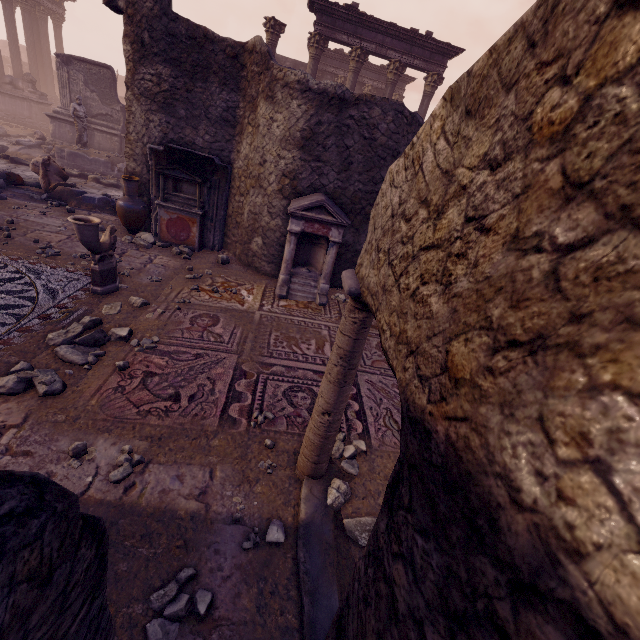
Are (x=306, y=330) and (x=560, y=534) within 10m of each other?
yes

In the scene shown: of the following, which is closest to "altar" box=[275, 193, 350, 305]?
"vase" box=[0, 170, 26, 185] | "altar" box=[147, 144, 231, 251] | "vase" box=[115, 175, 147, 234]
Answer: "altar" box=[147, 144, 231, 251]

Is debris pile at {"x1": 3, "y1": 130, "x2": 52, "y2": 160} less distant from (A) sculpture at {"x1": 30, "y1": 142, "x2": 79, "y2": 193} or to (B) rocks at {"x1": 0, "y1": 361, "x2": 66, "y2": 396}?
(A) sculpture at {"x1": 30, "y1": 142, "x2": 79, "y2": 193}

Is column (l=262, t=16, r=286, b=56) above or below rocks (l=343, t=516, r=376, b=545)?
above

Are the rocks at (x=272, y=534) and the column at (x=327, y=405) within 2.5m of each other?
yes

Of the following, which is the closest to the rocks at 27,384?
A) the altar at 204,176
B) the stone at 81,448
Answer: the stone at 81,448

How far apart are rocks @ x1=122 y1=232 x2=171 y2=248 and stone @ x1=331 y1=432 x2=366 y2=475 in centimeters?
643cm

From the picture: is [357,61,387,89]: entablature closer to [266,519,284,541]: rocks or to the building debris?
the building debris
